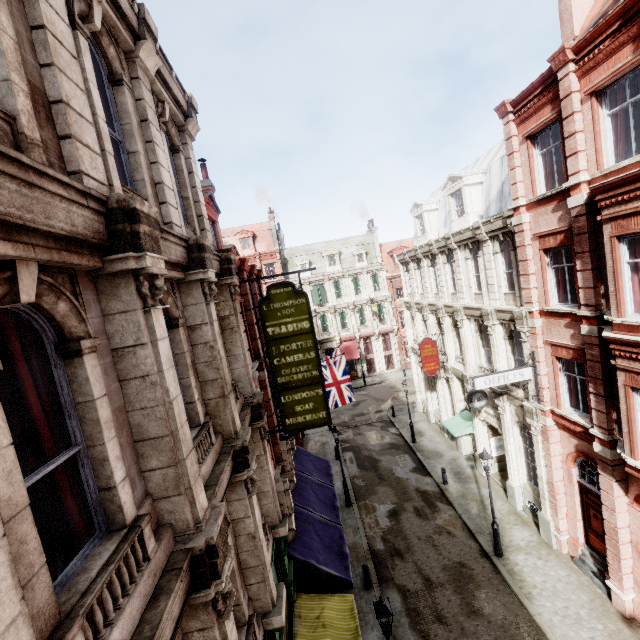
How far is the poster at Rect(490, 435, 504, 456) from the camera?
18.8m

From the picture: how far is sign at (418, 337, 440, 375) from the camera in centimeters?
2055cm

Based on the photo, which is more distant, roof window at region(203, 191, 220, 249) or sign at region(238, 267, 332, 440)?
roof window at region(203, 191, 220, 249)

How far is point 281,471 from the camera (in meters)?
12.05

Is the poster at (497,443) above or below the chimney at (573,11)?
below

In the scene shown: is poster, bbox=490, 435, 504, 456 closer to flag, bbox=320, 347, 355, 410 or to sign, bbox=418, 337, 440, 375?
sign, bbox=418, 337, 440, 375

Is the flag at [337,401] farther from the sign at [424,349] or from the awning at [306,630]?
the sign at [424,349]

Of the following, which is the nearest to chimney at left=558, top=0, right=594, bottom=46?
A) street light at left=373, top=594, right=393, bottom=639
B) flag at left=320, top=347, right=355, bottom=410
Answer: flag at left=320, top=347, right=355, bottom=410
